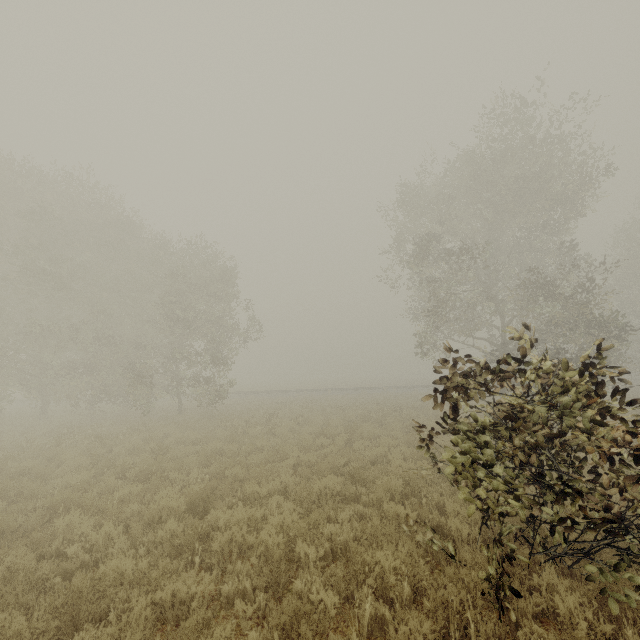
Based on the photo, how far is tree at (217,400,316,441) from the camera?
14.5m

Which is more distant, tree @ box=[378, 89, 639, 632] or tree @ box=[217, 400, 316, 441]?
tree @ box=[217, 400, 316, 441]

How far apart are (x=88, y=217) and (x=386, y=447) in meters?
23.8

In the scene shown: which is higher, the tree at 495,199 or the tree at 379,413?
the tree at 495,199

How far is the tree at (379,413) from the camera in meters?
17.2

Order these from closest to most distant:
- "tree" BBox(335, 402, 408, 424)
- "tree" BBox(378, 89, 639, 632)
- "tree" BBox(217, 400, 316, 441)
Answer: "tree" BBox(378, 89, 639, 632)
"tree" BBox(217, 400, 316, 441)
"tree" BBox(335, 402, 408, 424)
